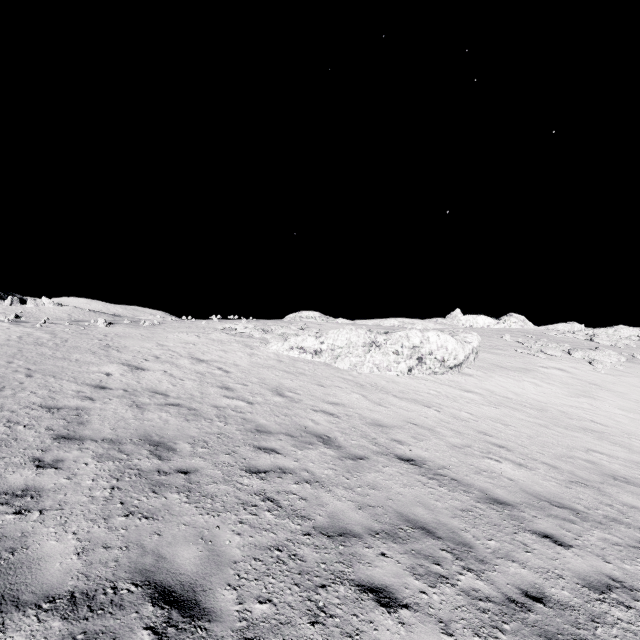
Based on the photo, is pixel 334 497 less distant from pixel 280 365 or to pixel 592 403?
pixel 280 365
